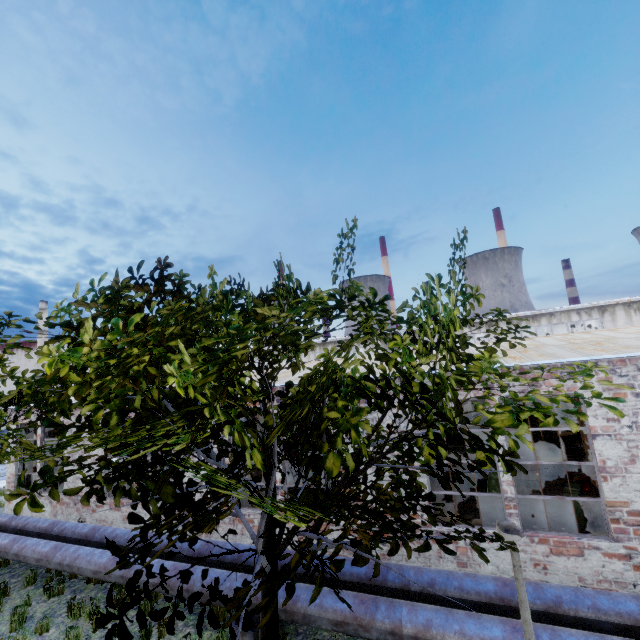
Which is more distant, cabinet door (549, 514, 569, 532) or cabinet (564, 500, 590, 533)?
cabinet door (549, 514, 569, 532)

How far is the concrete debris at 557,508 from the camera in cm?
1019

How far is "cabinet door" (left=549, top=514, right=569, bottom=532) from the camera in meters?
9.2

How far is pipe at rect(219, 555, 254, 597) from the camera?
6.55m

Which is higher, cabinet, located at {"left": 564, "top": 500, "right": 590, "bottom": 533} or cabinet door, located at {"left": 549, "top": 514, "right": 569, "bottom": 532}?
cabinet, located at {"left": 564, "top": 500, "right": 590, "bottom": 533}

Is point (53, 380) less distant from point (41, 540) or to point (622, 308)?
point (41, 540)

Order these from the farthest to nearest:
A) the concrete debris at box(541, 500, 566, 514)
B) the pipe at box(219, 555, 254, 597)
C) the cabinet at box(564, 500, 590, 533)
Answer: the concrete debris at box(541, 500, 566, 514) < the cabinet at box(564, 500, 590, 533) < the pipe at box(219, 555, 254, 597)

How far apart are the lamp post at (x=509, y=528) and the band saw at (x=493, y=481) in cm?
521
